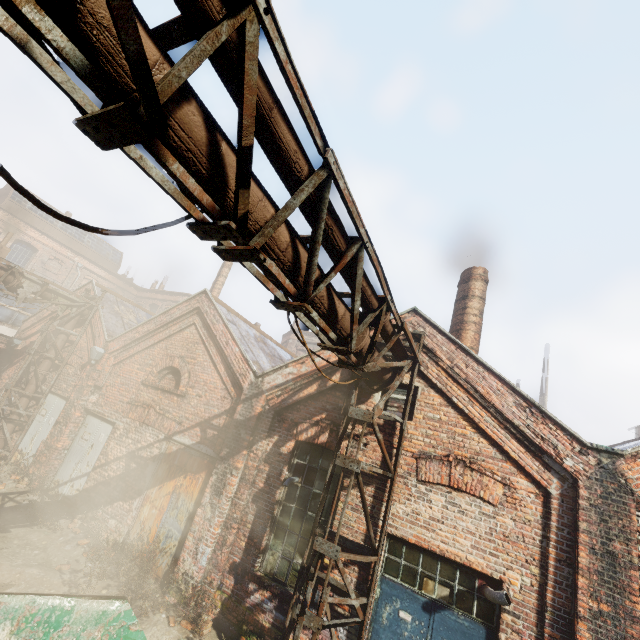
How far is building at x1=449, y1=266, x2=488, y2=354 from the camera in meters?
9.1

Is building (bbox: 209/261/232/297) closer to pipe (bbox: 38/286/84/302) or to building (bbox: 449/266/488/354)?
pipe (bbox: 38/286/84/302)

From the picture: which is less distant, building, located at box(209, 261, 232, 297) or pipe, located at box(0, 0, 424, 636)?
pipe, located at box(0, 0, 424, 636)

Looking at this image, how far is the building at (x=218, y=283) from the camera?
20.72m

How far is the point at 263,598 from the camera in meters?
6.3 m

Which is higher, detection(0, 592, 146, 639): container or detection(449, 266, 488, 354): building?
detection(449, 266, 488, 354): building

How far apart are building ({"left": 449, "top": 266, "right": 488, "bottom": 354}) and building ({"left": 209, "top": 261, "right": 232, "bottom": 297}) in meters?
15.0 m

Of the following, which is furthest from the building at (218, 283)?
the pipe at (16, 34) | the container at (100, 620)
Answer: the container at (100, 620)
